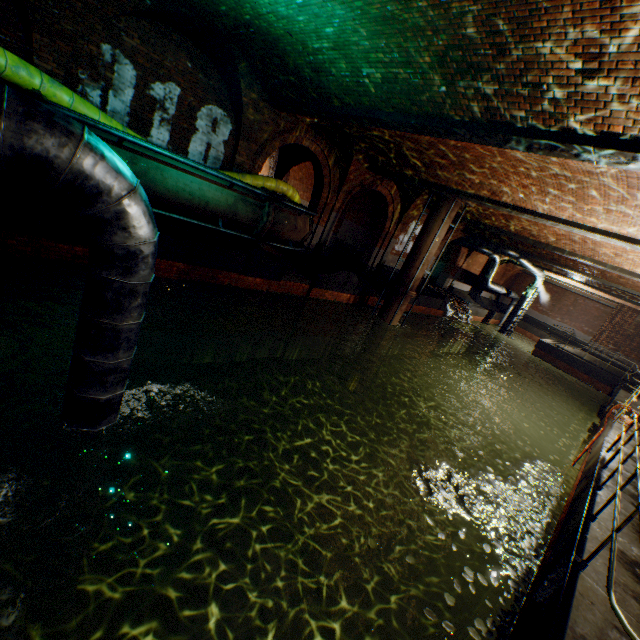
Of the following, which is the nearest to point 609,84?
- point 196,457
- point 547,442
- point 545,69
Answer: point 545,69

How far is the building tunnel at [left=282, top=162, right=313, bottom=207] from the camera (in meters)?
22.01

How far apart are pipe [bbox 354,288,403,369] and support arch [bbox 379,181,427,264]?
3.8m

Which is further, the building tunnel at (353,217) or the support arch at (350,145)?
the building tunnel at (353,217)

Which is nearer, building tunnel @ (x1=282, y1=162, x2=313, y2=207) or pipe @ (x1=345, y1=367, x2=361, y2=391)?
pipe @ (x1=345, y1=367, x2=361, y2=391)

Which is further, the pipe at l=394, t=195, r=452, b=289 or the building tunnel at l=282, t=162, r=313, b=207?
the building tunnel at l=282, t=162, r=313, b=207

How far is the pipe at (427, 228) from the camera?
12.95m

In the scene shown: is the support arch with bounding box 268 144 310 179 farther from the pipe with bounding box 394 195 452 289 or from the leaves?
the leaves
